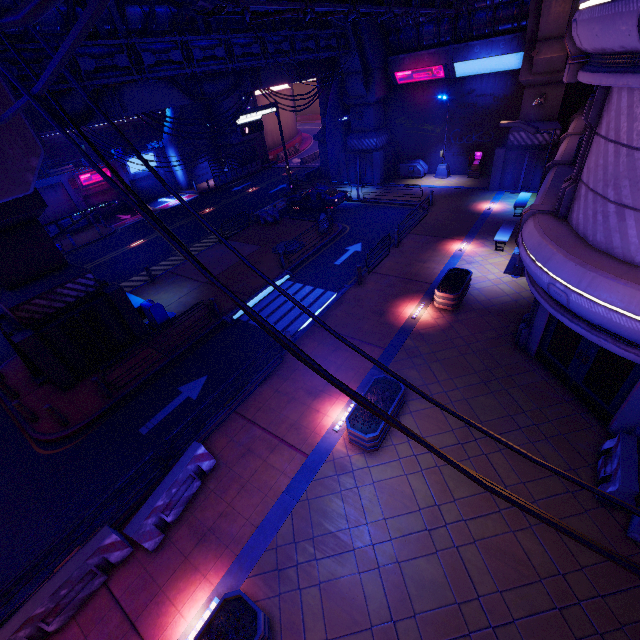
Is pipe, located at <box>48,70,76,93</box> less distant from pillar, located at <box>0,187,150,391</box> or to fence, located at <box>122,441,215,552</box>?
pillar, located at <box>0,187,150,391</box>

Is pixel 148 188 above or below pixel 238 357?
above

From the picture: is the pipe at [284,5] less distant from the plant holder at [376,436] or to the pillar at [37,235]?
the pillar at [37,235]

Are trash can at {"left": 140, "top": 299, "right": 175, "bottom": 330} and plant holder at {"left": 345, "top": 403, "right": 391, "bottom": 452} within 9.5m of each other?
no

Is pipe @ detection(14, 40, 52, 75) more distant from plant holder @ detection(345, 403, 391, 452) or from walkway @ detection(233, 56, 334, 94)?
plant holder @ detection(345, 403, 391, 452)

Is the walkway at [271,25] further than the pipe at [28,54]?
Yes

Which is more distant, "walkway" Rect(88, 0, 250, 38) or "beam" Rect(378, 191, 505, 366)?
"walkway" Rect(88, 0, 250, 38)

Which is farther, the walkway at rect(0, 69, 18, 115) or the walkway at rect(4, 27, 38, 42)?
the walkway at rect(4, 27, 38, 42)
